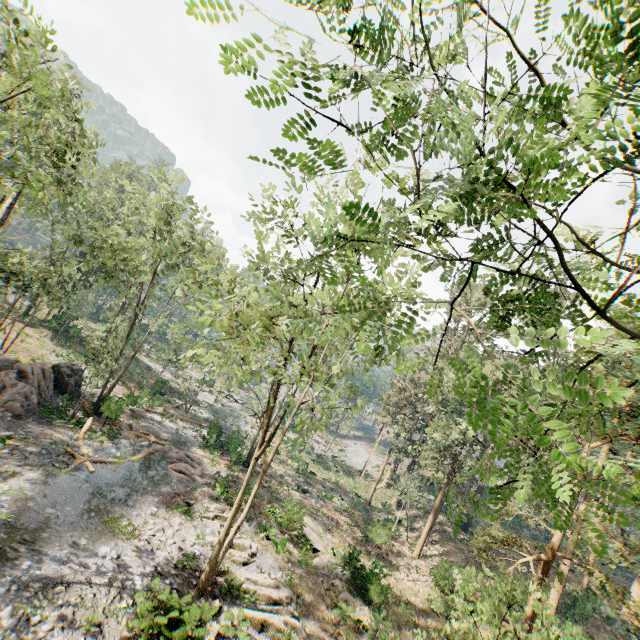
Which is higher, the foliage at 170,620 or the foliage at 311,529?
the foliage at 170,620

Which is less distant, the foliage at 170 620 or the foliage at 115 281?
the foliage at 115 281

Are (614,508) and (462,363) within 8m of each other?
yes

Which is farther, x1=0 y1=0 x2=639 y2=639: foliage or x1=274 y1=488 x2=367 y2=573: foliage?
x1=274 y1=488 x2=367 y2=573: foliage

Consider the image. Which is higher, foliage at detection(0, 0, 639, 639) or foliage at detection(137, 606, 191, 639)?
foliage at detection(0, 0, 639, 639)

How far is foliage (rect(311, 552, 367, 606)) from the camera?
19.79m

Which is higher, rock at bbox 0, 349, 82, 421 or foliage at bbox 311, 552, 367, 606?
rock at bbox 0, 349, 82, 421
